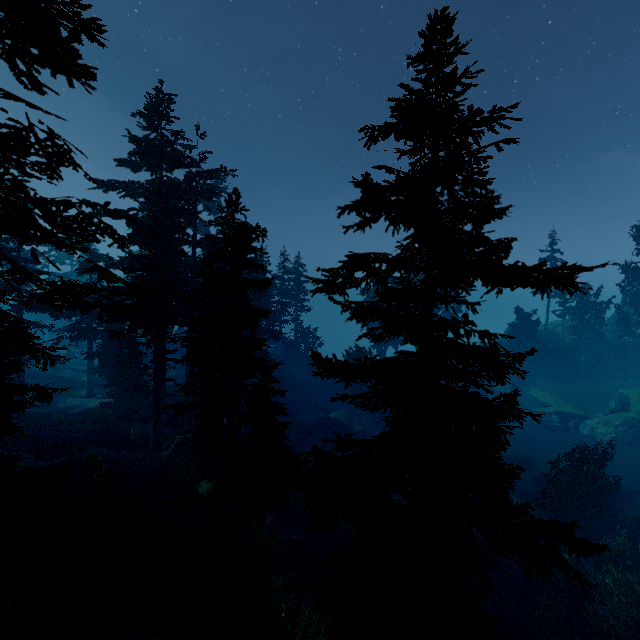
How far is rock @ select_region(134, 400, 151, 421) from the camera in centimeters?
2539cm

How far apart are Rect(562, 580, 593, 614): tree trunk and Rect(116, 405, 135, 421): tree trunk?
29.7m

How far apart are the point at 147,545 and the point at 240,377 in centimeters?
776cm

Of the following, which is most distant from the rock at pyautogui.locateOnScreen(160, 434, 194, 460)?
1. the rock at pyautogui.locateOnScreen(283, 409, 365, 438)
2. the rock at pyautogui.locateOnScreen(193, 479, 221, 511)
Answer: the rock at pyautogui.locateOnScreen(283, 409, 365, 438)

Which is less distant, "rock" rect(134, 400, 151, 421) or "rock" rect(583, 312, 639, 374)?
"rock" rect(134, 400, 151, 421)

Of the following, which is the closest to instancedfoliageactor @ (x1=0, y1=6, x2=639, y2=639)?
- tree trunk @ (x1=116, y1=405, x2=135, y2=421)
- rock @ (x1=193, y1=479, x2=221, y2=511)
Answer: rock @ (x1=193, y1=479, x2=221, y2=511)

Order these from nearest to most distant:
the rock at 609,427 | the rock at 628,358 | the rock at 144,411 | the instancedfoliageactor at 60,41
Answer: the instancedfoliageactor at 60,41 → the rock at 144,411 → the rock at 609,427 → the rock at 628,358

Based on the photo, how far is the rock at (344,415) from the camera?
36.3 meters
